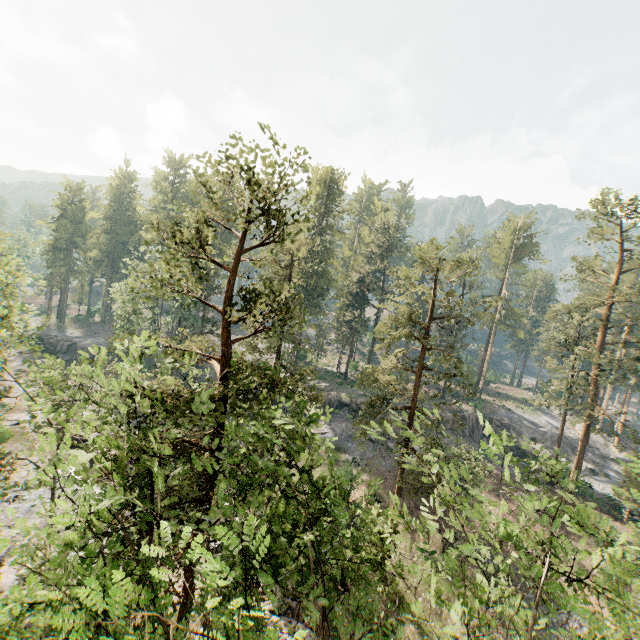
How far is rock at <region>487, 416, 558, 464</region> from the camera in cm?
4444

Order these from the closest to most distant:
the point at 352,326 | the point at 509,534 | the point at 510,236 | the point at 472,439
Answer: the point at 509,534 < the point at 472,439 < the point at 352,326 < the point at 510,236

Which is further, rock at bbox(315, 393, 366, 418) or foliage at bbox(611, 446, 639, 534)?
rock at bbox(315, 393, 366, 418)

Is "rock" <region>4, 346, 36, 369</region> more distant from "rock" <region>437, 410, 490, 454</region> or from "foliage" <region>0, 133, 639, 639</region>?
"rock" <region>437, 410, 490, 454</region>

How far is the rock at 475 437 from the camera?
42.83m

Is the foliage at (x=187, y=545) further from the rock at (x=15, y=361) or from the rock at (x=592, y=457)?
the rock at (x=15, y=361)

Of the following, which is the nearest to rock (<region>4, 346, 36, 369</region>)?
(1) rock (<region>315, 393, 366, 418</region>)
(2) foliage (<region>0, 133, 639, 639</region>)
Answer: (2) foliage (<region>0, 133, 639, 639</region>)
